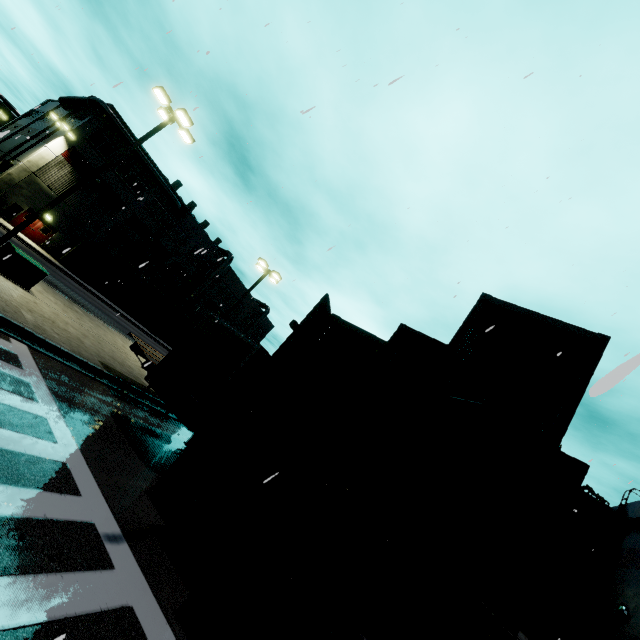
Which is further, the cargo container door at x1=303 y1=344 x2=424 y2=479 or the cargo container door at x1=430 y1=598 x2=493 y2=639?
the cargo container door at x1=303 y1=344 x2=424 y2=479

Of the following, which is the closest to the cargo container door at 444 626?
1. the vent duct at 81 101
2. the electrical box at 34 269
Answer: the electrical box at 34 269

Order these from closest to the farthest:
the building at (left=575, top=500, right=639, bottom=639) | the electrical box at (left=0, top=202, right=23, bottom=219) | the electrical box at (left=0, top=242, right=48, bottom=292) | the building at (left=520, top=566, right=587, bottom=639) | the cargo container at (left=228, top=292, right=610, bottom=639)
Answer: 1. the cargo container at (left=228, top=292, right=610, bottom=639)
2. the electrical box at (left=0, top=242, right=48, bottom=292)
3. the building at (left=575, top=500, right=639, bottom=639)
4. the building at (left=520, top=566, right=587, bottom=639)
5. the electrical box at (left=0, top=202, right=23, bottom=219)

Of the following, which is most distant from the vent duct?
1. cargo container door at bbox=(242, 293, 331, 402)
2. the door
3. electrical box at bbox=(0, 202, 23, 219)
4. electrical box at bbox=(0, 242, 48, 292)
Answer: cargo container door at bbox=(242, 293, 331, 402)

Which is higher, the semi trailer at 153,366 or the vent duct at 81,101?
the vent duct at 81,101

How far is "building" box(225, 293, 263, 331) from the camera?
55.2m

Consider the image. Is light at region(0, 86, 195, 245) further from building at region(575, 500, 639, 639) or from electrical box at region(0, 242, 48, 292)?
building at region(575, 500, 639, 639)

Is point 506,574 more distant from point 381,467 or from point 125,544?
point 125,544
